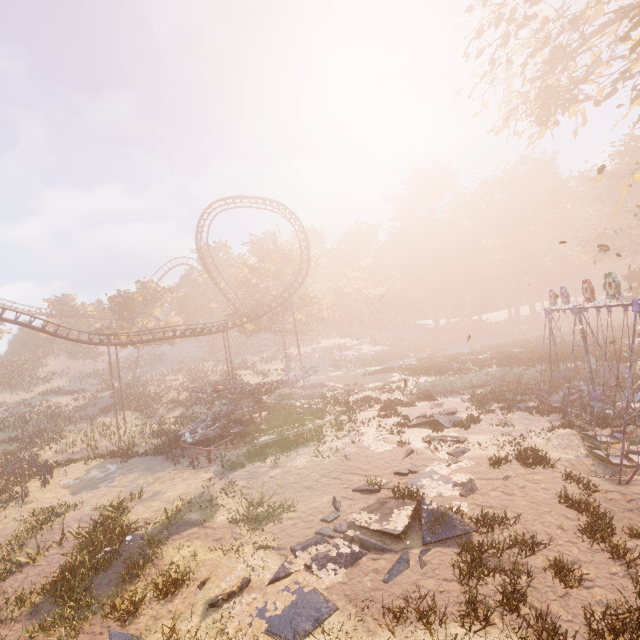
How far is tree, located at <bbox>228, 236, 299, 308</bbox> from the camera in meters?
43.9

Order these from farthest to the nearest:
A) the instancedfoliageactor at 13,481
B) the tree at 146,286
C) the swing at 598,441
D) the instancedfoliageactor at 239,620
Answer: the tree at 146,286 → the instancedfoliageactor at 13,481 → the swing at 598,441 → the instancedfoliageactor at 239,620

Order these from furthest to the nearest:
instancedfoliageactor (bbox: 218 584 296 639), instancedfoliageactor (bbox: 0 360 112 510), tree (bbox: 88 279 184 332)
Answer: tree (bbox: 88 279 184 332) < instancedfoliageactor (bbox: 0 360 112 510) < instancedfoliageactor (bbox: 218 584 296 639)

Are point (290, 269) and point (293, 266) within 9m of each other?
yes

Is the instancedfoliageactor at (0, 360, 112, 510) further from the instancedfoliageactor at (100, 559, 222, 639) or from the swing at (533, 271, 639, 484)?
the swing at (533, 271, 639, 484)

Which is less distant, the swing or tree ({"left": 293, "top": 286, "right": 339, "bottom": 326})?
the swing

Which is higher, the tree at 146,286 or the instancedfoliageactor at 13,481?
the tree at 146,286
